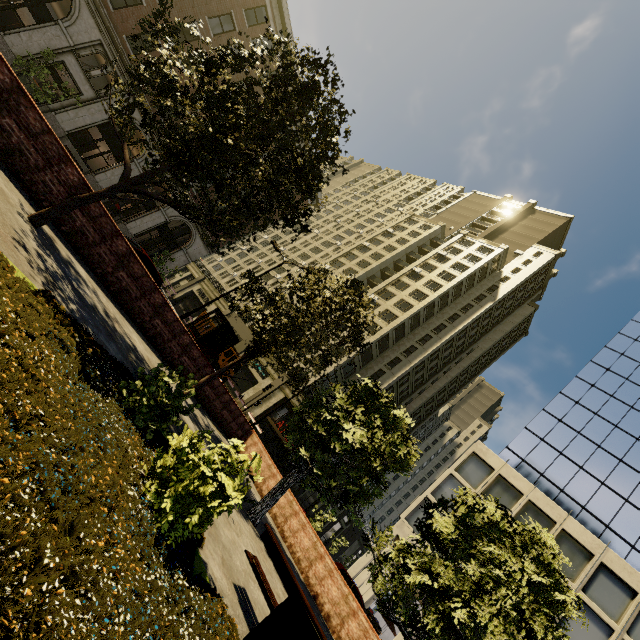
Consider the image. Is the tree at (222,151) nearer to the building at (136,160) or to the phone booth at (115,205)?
the building at (136,160)

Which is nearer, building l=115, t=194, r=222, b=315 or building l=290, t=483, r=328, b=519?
building l=115, t=194, r=222, b=315

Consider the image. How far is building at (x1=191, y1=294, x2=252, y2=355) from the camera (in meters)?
41.53

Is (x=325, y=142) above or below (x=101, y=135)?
above

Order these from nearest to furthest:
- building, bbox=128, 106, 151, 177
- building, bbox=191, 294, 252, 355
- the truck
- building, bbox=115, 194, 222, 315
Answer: building, bbox=128, 106, 151, 177, building, bbox=115, 194, 222, 315, the truck, building, bbox=191, 294, 252, 355

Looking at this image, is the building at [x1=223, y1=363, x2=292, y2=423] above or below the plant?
above

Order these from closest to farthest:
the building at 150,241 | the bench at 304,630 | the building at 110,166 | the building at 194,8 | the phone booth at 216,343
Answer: the bench at 304,630
the phone booth at 216,343
the building at 110,166
the building at 194,8
the building at 150,241
